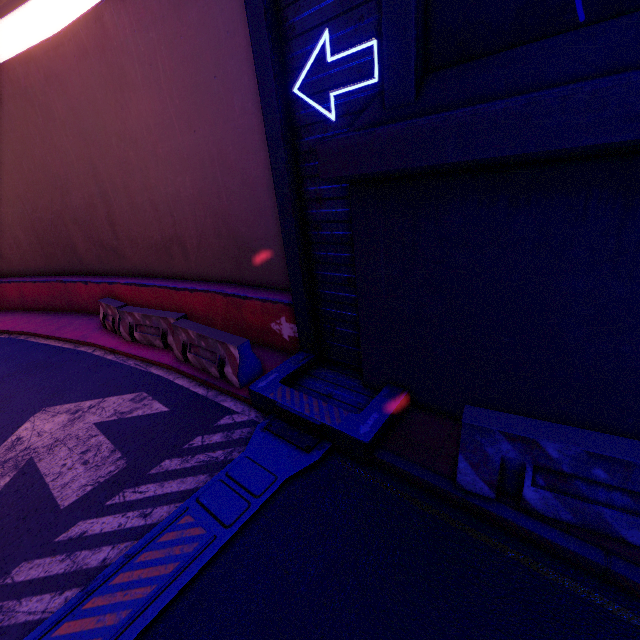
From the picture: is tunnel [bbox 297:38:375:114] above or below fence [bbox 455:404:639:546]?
above

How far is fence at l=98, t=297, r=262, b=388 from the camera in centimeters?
623cm

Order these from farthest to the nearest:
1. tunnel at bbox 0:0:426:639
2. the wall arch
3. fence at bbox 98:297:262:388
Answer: fence at bbox 98:297:262:388 < tunnel at bbox 0:0:426:639 < the wall arch

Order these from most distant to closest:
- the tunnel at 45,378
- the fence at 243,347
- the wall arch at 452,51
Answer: the fence at 243,347 < the tunnel at 45,378 < the wall arch at 452,51

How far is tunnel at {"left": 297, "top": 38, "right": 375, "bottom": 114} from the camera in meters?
4.0

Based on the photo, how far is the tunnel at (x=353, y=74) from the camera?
4.03m

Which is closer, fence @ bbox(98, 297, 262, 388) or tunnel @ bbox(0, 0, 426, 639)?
tunnel @ bbox(0, 0, 426, 639)

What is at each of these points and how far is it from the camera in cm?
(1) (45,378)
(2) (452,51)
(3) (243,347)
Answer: (1) tunnel, 788
(2) wall arch, 350
(3) fence, 612
